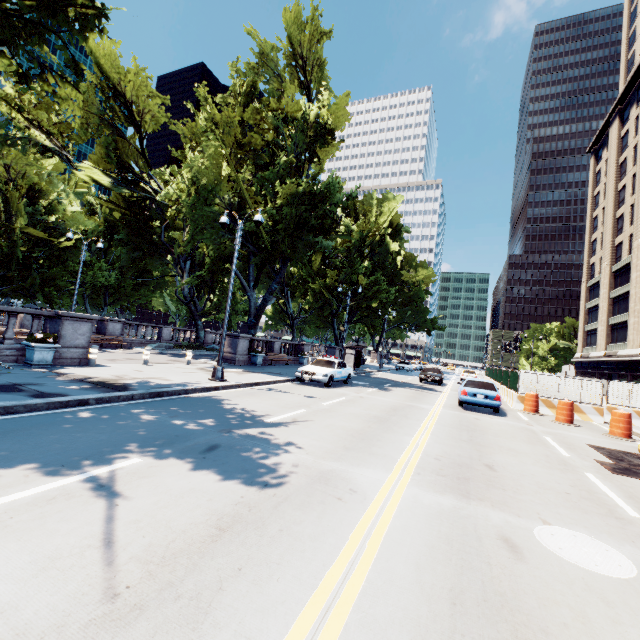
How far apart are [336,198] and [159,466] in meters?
22.4

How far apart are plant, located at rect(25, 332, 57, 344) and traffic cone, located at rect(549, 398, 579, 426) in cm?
2111

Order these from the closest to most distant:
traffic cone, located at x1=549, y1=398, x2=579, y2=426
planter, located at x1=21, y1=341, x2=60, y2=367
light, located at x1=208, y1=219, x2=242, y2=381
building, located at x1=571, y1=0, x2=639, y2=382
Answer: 1. planter, located at x1=21, y1=341, x2=60, y2=367
2. light, located at x1=208, y1=219, x2=242, y2=381
3. traffic cone, located at x1=549, y1=398, x2=579, y2=426
4. building, located at x1=571, y1=0, x2=639, y2=382

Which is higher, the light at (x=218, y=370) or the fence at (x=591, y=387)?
the fence at (x=591, y=387)

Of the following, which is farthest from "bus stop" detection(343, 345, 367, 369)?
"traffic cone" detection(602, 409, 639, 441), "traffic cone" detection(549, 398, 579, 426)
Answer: "traffic cone" detection(602, 409, 639, 441)

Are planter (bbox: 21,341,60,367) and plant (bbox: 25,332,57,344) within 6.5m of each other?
yes

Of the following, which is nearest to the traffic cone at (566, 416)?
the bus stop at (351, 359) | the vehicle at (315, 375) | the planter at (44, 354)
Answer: the vehicle at (315, 375)

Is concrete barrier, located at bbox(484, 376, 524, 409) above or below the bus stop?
below
